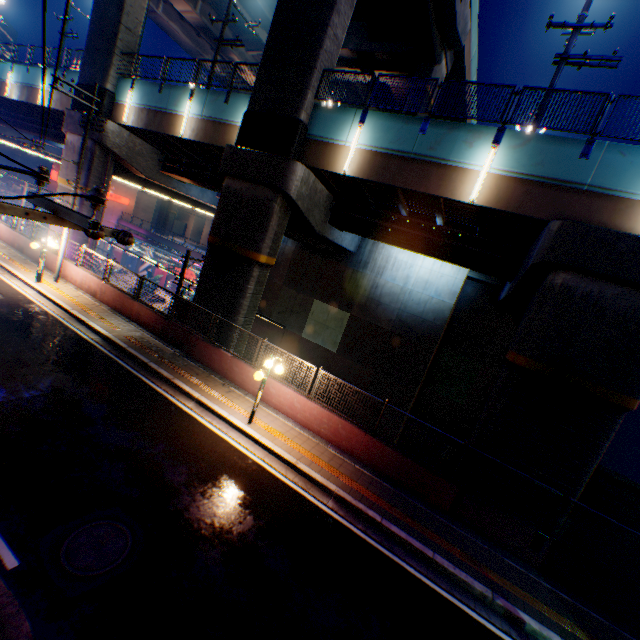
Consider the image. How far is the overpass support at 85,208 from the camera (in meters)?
19.94

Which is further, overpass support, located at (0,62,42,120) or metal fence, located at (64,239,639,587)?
overpass support, located at (0,62,42,120)

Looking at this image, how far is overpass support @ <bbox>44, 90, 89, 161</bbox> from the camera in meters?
19.6

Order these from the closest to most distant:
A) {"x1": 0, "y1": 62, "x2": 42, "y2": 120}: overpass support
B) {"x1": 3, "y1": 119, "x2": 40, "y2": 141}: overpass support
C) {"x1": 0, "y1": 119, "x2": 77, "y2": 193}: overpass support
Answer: {"x1": 0, "y1": 119, "x2": 77, "y2": 193}: overpass support < {"x1": 0, "y1": 62, "x2": 42, "y2": 120}: overpass support < {"x1": 3, "y1": 119, "x2": 40, "y2": 141}: overpass support

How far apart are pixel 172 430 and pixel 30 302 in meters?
10.5 m

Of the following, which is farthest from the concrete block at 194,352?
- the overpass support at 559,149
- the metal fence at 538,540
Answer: the overpass support at 559,149

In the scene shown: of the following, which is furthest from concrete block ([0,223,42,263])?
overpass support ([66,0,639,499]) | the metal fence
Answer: overpass support ([66,0,639,499])
